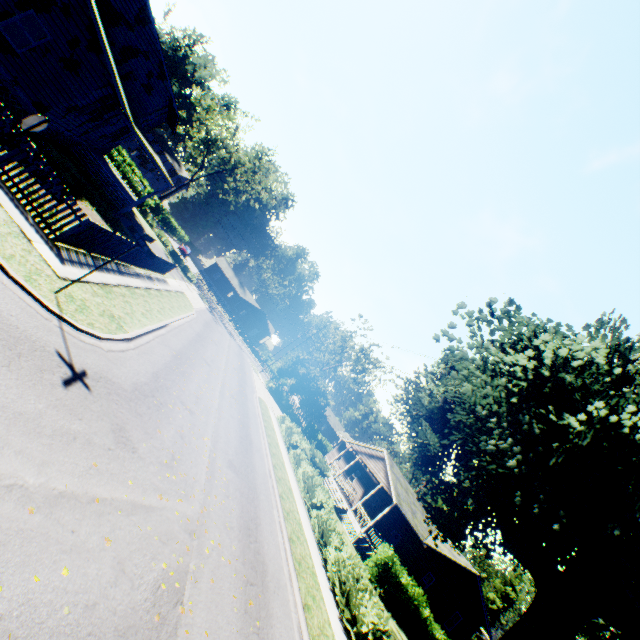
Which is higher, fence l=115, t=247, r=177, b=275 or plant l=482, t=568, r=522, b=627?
plant l=482, t=568, r=522, b=627

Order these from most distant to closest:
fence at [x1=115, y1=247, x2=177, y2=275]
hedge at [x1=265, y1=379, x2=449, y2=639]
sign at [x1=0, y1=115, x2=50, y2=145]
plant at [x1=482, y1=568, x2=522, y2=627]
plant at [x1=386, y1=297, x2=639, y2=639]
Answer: plant at [x1=482, y1=568, x2=522, y2=627], fence at [x1=115, y1=247, x2=177, y2=275], hedge at [x1=265, y1=379, x2=449, y2=639], plant at [x1=386, y1=297, x2=639, y2=639], sign at [x1=0, y1=115, x2=50, y2=145]

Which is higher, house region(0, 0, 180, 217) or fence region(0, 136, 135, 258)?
house region(0, 0, 180, 217)

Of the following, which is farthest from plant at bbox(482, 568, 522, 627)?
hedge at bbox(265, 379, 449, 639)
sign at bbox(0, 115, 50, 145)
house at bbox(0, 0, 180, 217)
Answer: sign at bbox(0, 115, 50, 145)

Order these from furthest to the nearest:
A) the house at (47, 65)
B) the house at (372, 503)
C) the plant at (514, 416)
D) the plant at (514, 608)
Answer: the plant at (514, 608) < the house at (372, 503) < the house at (47, 65) < the plant at (514, 416)

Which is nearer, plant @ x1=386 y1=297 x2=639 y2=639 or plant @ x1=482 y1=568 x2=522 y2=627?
plant @ x1=386 y1=297 x2=639 y2=639

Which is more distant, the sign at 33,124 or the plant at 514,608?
the plant at 514,608

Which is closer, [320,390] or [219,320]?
[219,320]
